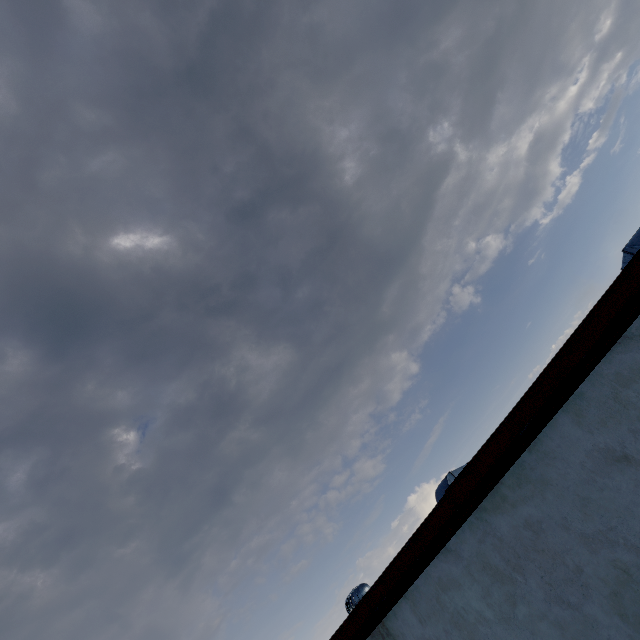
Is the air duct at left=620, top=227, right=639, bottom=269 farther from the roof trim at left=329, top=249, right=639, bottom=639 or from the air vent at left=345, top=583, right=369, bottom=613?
the air vent at left=345, top=583, right=369, bottom=613

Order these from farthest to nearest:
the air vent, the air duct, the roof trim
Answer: the air vent
the air duct
the roof trim

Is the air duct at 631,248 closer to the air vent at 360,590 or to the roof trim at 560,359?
the roof trim at 560,359

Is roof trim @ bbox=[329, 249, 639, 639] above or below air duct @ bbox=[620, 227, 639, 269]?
below

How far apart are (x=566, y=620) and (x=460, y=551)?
0.82m

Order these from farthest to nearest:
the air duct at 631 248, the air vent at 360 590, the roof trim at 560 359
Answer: the air vent at 360 590 → the air duct at 631 248 → the roof trim at 560 359

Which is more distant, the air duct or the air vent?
the air vent
